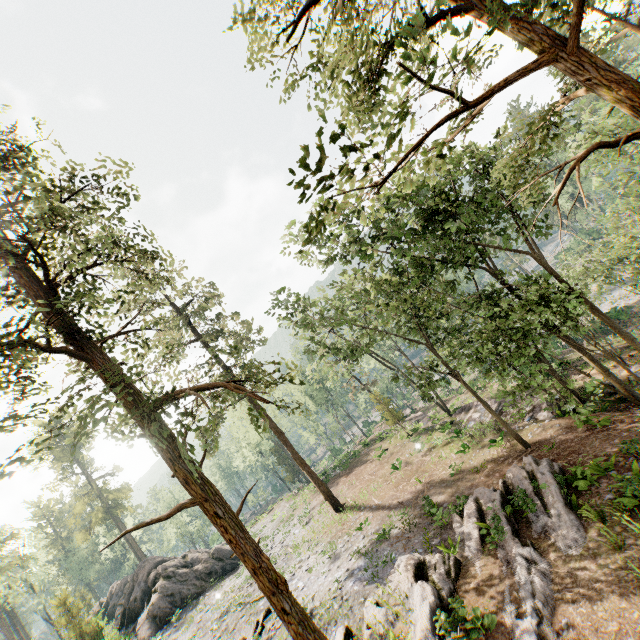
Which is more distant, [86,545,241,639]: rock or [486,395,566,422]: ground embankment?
[86,545,241,639]: rock

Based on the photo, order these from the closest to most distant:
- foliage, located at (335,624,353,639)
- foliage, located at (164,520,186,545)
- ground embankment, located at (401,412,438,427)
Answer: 1. foliage, located at (335,624,353,639)
2. ground embankment, located at (401,412,438,427)
3. foliage, located at (164,520,186,545)

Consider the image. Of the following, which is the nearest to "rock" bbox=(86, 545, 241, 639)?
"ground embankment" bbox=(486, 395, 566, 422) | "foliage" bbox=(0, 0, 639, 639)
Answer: "foliage" bbox=(0, 0, 639, 639)

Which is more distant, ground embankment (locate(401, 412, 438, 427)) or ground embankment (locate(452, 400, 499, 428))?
ground embankment (locate(401, 412, 438, 427))

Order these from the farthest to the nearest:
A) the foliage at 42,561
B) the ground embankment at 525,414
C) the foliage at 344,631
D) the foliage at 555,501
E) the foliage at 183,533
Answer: the foliage at 183,533
the foliage at 42,561
the ground embankment at 525,414
the foliage at 344,631
the foliage at 555,501

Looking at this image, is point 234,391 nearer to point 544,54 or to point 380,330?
point 544,54

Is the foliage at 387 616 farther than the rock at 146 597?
No
